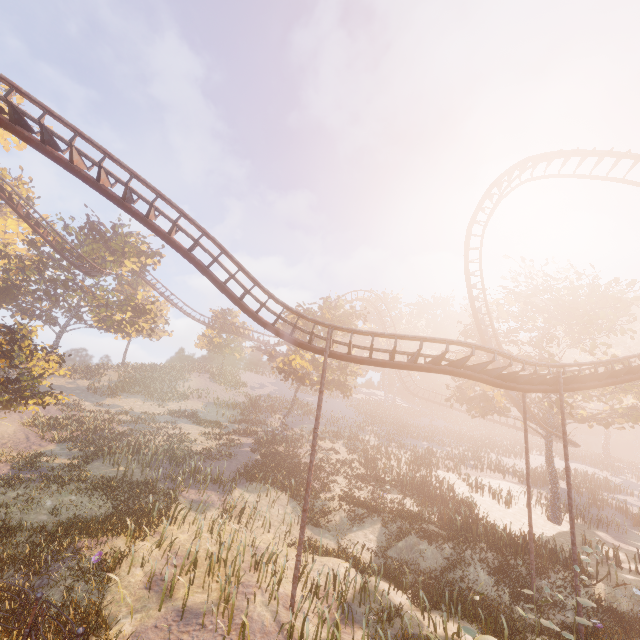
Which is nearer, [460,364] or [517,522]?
[460,364]

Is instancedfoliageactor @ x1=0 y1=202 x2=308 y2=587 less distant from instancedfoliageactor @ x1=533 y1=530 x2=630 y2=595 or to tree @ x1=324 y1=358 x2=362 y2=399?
tree @ x1=324 y1=358 x2=362 y2=399

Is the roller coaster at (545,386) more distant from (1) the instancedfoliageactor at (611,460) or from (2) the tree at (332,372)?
(1) the instancedfoliageactor at (611,460)

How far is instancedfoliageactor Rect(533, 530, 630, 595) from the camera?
13.9 meters

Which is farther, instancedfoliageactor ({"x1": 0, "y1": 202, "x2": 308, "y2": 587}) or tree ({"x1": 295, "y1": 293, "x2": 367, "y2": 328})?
tree ({"x1": 295, "y1": 293, "x2": 367, "y2": 328})

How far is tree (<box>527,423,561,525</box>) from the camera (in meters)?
23.70

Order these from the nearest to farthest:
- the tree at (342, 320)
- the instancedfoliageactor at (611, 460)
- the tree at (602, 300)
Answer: the tree at (602, 300) < the tree at (342, 320) < the instancedfoliageactor at (611, 460)

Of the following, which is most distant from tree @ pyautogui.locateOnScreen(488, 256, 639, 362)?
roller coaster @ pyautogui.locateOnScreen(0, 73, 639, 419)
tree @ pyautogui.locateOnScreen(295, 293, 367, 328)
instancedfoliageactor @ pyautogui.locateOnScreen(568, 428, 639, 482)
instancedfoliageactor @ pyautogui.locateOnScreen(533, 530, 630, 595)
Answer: instancedfoliageactor @ pyautogui.locateOnScreen(568, 428, 639, 482)
